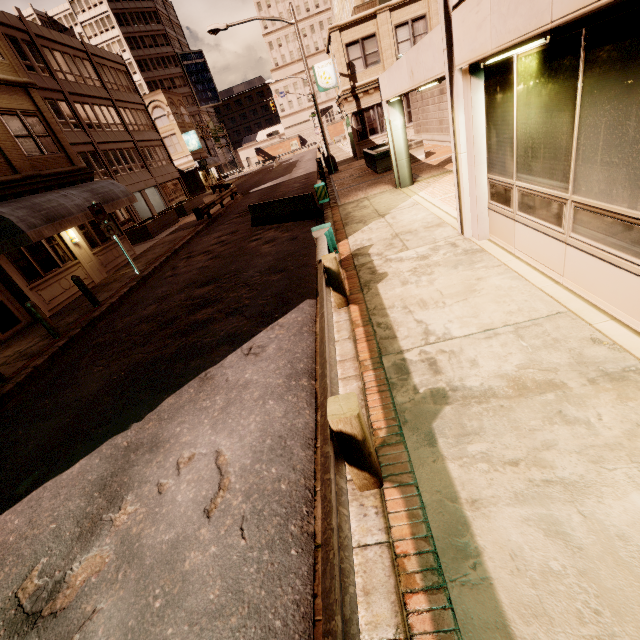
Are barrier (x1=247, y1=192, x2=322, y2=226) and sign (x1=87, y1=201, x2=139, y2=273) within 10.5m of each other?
yes

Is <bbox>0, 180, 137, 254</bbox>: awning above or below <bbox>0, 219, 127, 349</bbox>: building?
above

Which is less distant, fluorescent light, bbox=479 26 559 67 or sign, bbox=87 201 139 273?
fluorescent light, bbox=479 26 559 67

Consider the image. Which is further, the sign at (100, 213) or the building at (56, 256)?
the sign at (100, 213)

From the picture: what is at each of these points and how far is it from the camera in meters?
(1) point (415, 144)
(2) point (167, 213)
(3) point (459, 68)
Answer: (1) planter, 16.3
(2) planter, 24.9
(3) building, 5.4

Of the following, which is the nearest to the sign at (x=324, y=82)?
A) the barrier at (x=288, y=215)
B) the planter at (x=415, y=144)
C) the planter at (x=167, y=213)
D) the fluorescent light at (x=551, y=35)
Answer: the planter at (x=415, y=144)

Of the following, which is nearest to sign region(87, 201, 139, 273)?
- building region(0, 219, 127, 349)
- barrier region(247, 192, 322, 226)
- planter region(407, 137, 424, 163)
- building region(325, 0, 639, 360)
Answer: building region(0, 219, 127, 349)

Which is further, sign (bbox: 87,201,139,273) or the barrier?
the barrier
